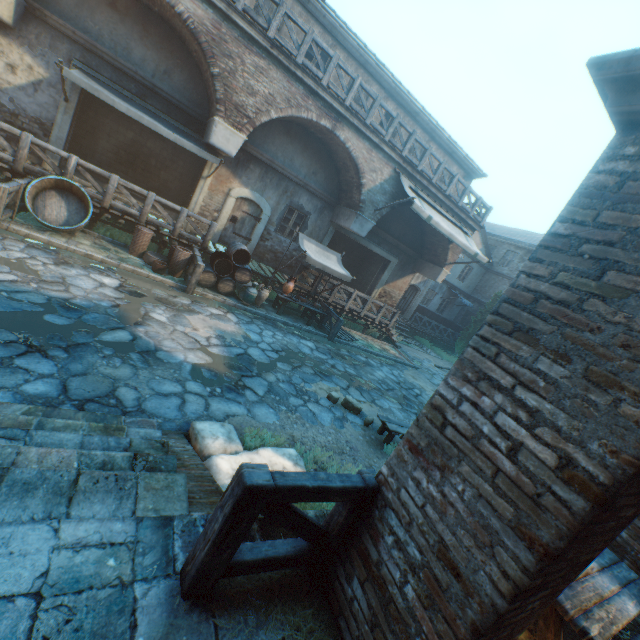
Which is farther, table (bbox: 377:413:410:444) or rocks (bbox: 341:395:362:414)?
rocks (bbox: 341:395:362:414)

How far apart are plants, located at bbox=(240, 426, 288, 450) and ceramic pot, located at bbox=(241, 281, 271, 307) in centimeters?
668cm

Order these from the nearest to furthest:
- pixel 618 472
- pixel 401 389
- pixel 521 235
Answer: pixel 618 472 < pixel 401 389 < pixel 521 235

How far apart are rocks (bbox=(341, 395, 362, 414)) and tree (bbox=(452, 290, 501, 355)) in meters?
18.7 m

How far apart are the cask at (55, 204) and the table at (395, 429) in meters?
9.2

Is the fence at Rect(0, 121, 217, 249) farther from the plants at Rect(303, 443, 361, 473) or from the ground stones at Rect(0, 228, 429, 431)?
the plants at Rect(303, 443, 361, 473)

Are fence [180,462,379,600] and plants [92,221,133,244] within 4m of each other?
no

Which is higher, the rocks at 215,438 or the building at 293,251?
the building at 293,251
